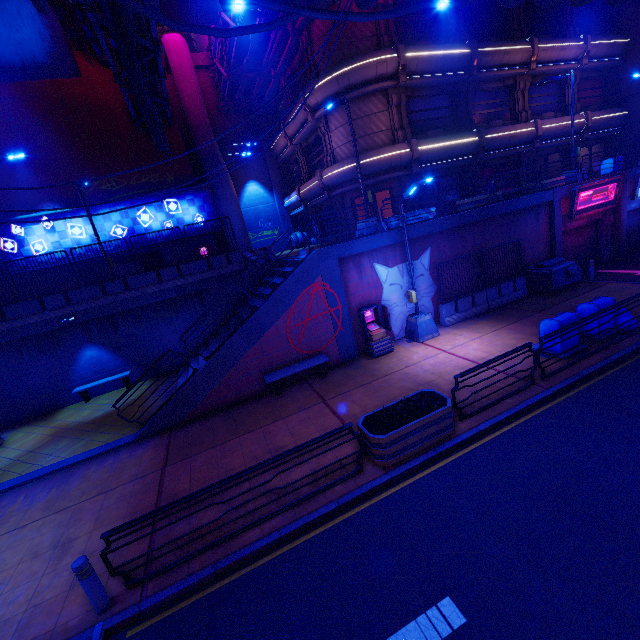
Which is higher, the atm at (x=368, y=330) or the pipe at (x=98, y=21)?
the pipe at (x=98, y=21)

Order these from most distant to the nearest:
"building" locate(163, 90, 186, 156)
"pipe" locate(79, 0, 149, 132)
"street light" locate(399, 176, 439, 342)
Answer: "building" locate(163, 90, 186, 156) → "street light" locate(399, 176, 439, 342) → "pipe" locate(79, 0, 149, 132)

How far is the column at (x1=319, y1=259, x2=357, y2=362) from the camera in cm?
1223

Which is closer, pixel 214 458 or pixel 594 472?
pixel 594 472

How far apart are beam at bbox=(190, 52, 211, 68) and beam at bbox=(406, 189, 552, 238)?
23.9 meters

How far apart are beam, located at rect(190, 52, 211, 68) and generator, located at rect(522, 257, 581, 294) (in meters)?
27.96

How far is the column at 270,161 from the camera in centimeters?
2861cm

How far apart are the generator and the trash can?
5.2 meters
